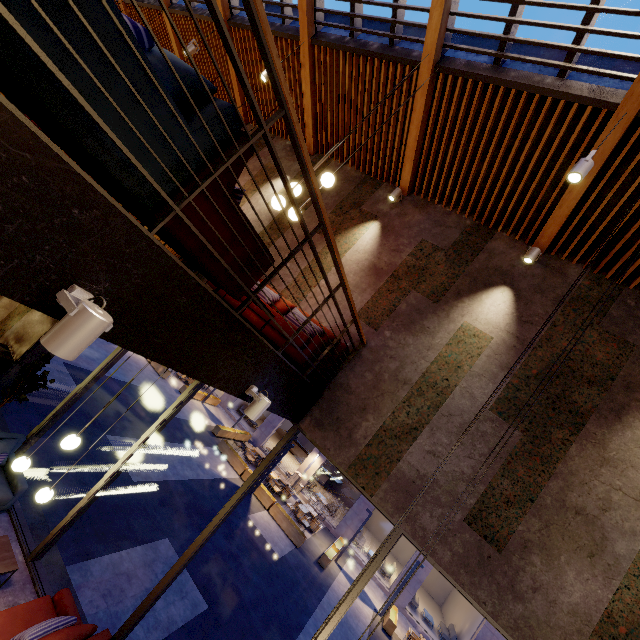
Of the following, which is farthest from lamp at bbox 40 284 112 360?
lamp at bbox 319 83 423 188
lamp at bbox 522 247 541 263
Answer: lamp at bbox 522 247 541 263

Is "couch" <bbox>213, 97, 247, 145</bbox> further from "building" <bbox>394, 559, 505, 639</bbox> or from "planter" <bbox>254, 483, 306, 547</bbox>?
"building" <bbox>394, 559, 505, 639</bbox>

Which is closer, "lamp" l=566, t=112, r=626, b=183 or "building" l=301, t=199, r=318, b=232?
"lamp" l=566, t=112, r=626, b=183

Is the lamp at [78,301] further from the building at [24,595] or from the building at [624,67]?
the building at [624,67]

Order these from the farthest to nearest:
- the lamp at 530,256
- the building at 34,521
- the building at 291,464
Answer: the building at 291,464, the building at 34,521, the lamp at 530,256

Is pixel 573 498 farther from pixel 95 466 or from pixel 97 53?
pixel 95 466

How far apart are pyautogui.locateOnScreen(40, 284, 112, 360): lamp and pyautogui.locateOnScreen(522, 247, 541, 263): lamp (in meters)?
5.67

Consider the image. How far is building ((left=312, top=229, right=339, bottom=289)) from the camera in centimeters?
609cm
